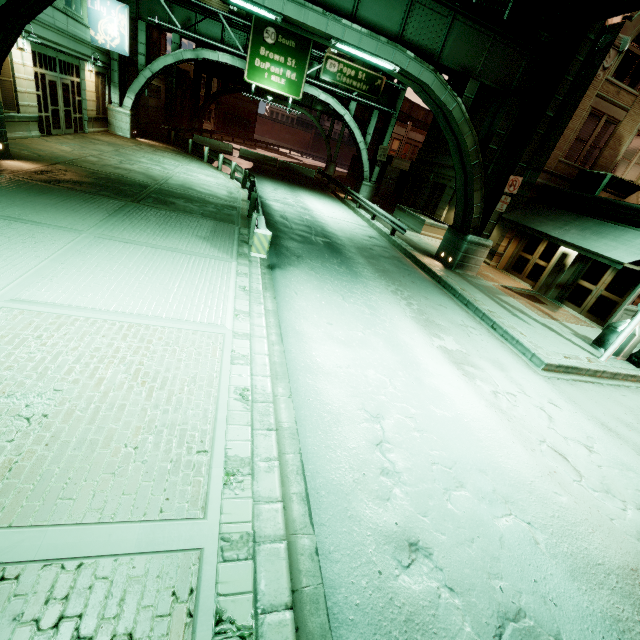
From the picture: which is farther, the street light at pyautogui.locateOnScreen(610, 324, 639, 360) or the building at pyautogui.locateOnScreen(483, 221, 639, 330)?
the building at pyautogui.locateOnScreen(483, 221, 639, 330)

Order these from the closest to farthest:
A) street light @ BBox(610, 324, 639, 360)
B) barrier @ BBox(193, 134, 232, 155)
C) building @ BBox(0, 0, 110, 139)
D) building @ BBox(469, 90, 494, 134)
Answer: street light @ BBox(610, 324, 639, 360) → building @ BBox(0, 0, 110, 139) → building @ BBox(469, 90, 494, 134) → barrier @ BBox(193, 134, 232, 155)

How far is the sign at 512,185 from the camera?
13.7 meters

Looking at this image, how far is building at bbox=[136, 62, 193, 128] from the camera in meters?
30.7 m

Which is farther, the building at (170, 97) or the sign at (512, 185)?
the building at (170, 97)

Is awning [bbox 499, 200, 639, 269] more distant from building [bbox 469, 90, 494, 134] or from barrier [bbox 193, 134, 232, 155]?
barrier [bbox 193, 134, 232, 155]

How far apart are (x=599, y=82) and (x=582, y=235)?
7.7 meters
